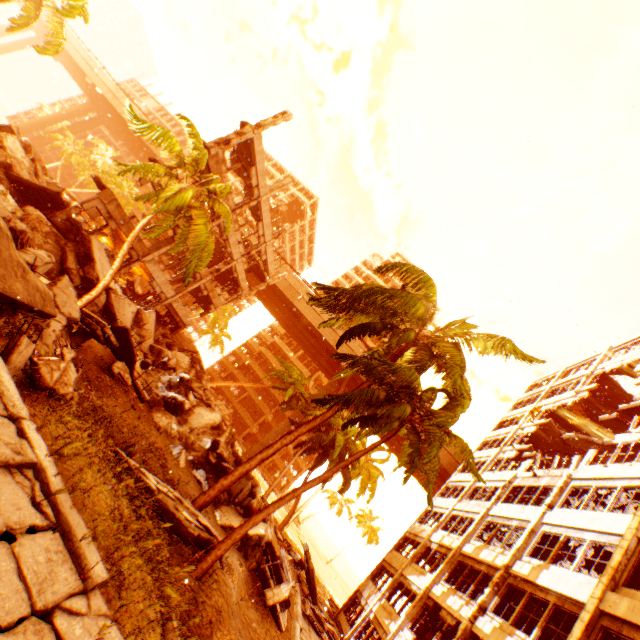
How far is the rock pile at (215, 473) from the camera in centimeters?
1470cm

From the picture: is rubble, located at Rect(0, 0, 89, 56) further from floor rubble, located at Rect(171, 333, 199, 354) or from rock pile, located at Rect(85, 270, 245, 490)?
floor rubble, located at Rect(171, 333, 199, 354)

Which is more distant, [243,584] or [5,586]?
[243,584]

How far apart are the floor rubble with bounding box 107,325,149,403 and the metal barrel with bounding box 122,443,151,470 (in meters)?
3.08

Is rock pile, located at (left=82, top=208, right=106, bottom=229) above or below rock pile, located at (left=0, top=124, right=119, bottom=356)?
above

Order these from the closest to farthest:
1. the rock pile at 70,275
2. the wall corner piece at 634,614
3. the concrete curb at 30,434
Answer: the concrete curb at 30,434 < the rock pile at 70,275 < the wall corner piece at 634,614

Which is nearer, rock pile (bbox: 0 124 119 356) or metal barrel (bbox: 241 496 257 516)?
rock pile (bbox: 0 124 119 356)

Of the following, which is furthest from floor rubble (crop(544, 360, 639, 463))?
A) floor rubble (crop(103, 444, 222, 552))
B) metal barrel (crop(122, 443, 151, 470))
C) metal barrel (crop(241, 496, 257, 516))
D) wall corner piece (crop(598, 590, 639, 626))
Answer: metal barrel (crop(122, 443, 151, 470))
